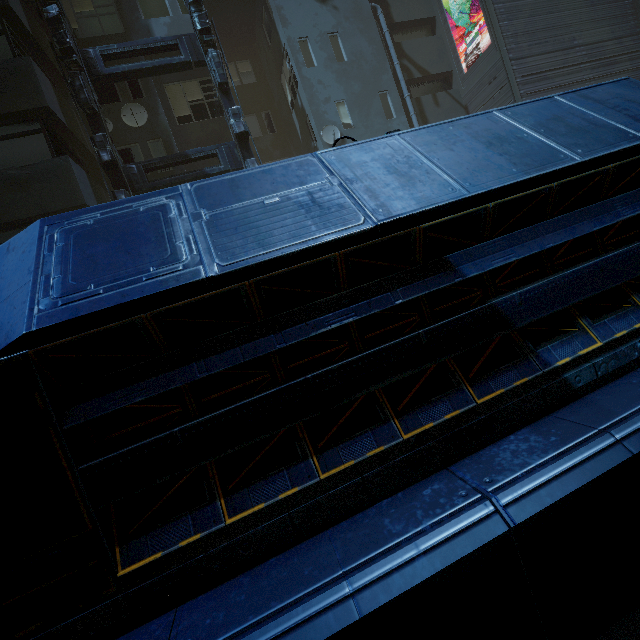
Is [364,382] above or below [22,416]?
below

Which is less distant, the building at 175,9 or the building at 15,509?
the building at 15,509

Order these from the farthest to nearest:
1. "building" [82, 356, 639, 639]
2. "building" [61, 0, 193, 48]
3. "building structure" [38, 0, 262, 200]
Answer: "building" [61, 0, 193, 48] < "building structure" [38, 0, 262, 200] < "building" [82, 356, 639, 639]

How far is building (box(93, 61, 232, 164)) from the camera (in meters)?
12.59

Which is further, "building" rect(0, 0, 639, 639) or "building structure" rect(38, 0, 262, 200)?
"building structure" rect(38, 0, 262, 200)

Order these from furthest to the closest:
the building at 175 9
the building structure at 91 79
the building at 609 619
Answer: the building at 175 9, the building structure at 91 79, the building at 609 619

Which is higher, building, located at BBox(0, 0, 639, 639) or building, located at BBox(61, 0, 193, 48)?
building, located at BBox(61, 0, 193, 48)
